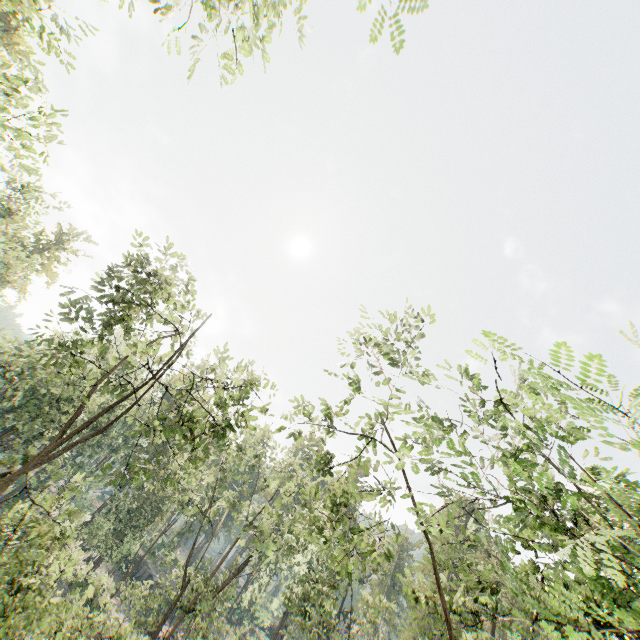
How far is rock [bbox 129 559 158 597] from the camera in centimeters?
4778cm

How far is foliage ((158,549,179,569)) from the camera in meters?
24.0 m

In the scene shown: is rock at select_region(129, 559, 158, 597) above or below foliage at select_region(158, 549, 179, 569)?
below

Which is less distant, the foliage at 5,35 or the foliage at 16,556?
the foliage at 16,556

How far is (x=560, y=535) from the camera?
7.39m

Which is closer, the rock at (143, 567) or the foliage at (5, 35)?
the foliage at (5, 35)

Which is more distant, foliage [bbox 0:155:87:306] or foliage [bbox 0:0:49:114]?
foliage [bbox 0:155:87:306]

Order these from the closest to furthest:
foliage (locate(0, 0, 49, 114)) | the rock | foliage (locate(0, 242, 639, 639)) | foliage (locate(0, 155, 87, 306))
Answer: foliage (locate(0, 242, 639, 639)), foliage (locate(0, 0, 49, 114)), foliage (locate(0, 155, 87, 306)), the rock
